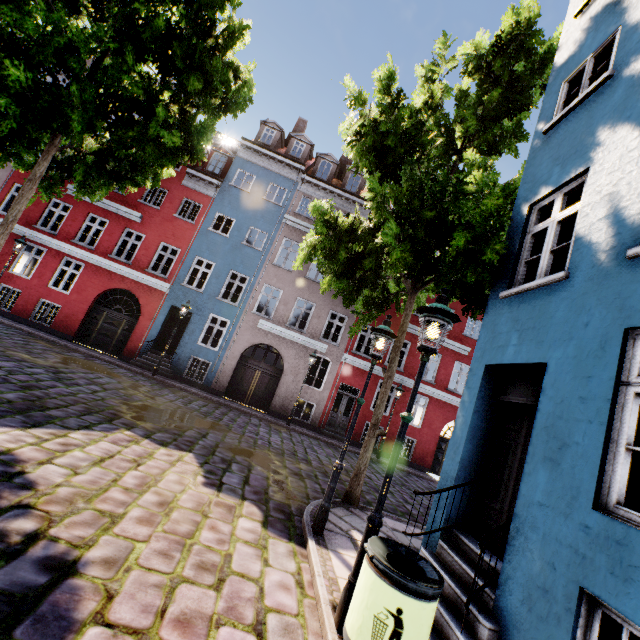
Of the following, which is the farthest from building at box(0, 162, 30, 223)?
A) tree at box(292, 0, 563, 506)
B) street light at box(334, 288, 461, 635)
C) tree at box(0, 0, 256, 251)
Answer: tree at box(0, 0, 256, 251)

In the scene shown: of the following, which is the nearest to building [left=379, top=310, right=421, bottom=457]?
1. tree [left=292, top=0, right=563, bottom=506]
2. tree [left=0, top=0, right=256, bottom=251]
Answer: tree [left=292, top=0, right=563, bottom=506]

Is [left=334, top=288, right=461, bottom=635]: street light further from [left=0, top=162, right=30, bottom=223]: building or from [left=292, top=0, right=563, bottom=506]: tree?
[left=292, top=0, right=563, bottom=506]: tree

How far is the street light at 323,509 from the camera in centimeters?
524cm

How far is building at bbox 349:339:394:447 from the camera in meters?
17.4 m

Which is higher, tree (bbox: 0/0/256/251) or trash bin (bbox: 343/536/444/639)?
tree (bbox: 0/0/256/251)

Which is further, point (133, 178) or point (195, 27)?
point (133, 178)

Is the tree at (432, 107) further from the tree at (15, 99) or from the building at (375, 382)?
the tree at (15, 99)
